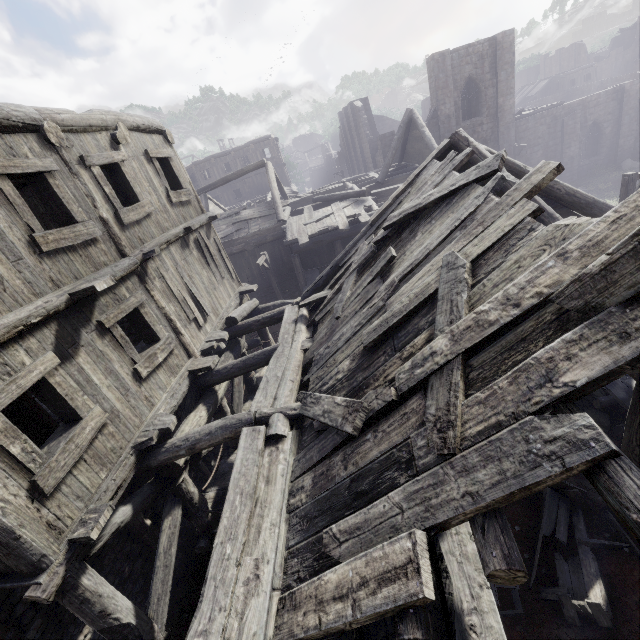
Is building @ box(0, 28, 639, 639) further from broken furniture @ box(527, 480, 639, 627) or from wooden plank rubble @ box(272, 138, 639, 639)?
broken furniture @ box(527, 480, 639, 627)

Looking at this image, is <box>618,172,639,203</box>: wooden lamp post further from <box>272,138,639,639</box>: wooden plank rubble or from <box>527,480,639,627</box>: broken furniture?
<box>527,480,639,627</box>: broken furniture

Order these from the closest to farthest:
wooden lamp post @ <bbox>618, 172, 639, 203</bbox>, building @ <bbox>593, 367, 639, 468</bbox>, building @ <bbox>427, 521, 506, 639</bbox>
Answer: building @ <bbox>427, 521, 506, 639</bbox> → building @ <bbox>593, 367, 639, 468</bbox> → wooden lamp post @ <bbox>618, 172, 639, 203</bbox>

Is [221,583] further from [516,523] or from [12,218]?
[516,523]

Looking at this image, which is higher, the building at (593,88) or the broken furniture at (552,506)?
the building at (593,88)

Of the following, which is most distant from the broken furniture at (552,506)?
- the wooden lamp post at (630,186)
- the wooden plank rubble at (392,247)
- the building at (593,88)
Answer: the wooden lamp post at (630,186)

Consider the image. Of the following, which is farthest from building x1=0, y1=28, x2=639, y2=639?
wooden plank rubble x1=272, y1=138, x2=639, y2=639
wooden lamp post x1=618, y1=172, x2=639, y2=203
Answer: wooden lamp post x1=618, y1=172, x2=639, y2=203
